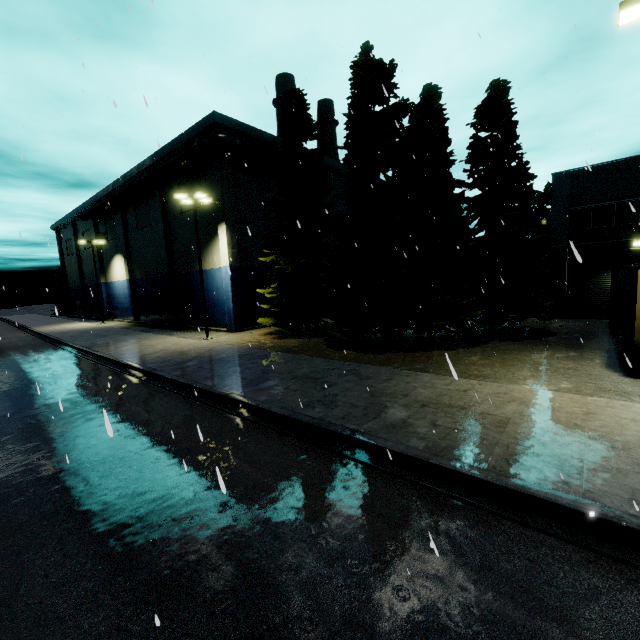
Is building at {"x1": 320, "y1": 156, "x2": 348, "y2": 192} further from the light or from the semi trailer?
the light

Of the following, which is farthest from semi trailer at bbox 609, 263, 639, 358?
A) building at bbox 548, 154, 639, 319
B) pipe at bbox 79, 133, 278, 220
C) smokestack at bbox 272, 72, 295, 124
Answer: smokestack at bbox 272, 72, 295, 124

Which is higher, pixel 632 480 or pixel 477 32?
pixel 477 32

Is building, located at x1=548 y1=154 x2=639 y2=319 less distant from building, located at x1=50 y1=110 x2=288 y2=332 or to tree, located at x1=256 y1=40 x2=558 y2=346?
tree, located at x1=256 y1=40 x2=558 y2=346

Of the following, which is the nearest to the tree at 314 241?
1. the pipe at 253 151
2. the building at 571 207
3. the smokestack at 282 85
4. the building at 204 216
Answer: the building at 571 207

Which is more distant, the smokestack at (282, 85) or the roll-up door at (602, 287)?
the smokestack at (282, 85)

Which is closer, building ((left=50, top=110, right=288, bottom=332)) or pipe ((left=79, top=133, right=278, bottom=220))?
pipe ((left=79, top=133, right=278, bottom=220))

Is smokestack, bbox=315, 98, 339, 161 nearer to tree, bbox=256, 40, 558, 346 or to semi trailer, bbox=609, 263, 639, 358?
tree, bbox=256, 40, 558, 346
